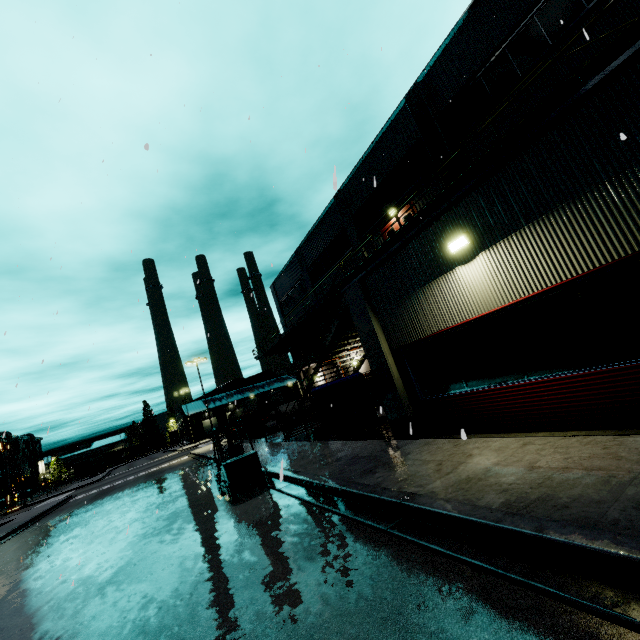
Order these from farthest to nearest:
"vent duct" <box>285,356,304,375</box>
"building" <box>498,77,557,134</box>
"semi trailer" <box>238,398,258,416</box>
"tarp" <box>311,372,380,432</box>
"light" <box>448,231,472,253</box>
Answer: "semi trailer" <box>238,398,258,416</box> → "vent duct" <box>285,356,304,375</box> → "building" <box>498,77,557,134</box> → "tarp" <box>311,372,380,432</box> → "light" <box>448,231,472,253</box>

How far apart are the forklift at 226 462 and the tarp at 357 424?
3.3 meters

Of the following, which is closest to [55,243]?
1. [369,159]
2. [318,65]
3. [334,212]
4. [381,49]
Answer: [318,65]

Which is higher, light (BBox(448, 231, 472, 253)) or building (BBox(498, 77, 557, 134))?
building (BBox(498, 77, 557, 134))

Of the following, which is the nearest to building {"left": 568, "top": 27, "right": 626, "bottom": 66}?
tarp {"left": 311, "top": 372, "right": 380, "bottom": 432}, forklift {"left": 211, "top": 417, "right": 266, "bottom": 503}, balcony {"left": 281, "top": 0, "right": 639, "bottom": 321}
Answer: balcony {"left": 281, "top": 0, "right": 639, "bottom": 321}

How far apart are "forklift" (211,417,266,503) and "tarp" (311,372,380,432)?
3.28m

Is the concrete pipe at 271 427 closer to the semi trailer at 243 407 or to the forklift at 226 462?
the semi trailer at 243 407

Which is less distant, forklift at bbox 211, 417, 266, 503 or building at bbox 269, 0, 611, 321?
forklift at bbox 211, 417, 266, 503
